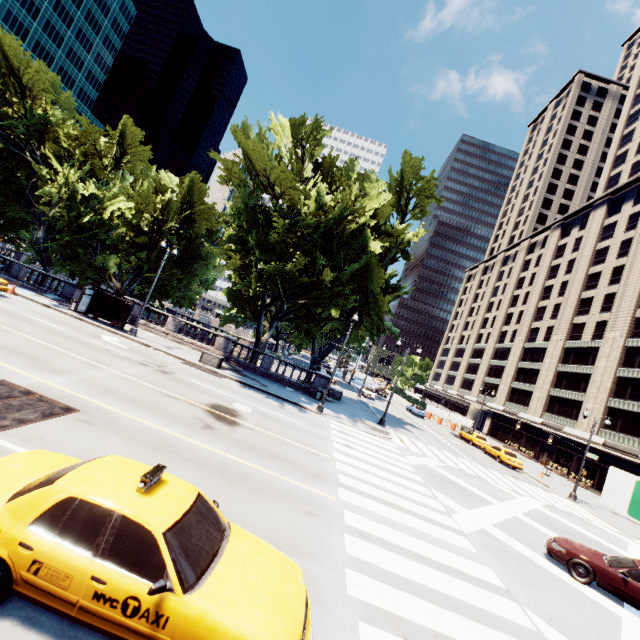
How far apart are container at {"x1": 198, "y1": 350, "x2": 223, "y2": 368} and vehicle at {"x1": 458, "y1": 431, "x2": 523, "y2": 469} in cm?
2833

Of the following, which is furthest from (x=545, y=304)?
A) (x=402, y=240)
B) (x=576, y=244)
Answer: (x=402, y=240)

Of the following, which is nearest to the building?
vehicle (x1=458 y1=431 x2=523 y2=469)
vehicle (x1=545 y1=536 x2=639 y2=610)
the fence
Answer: the fence

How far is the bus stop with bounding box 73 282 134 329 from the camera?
23.8m

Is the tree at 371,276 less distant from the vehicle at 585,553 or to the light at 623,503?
the vehicle at 585,553

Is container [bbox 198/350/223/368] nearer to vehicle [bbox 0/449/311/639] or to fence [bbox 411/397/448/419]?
vehicle [bbox 0/449/311/639]

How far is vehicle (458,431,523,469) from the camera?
31.0 meters

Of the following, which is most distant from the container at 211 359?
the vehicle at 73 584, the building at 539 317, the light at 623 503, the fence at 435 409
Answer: the building at 539 317
